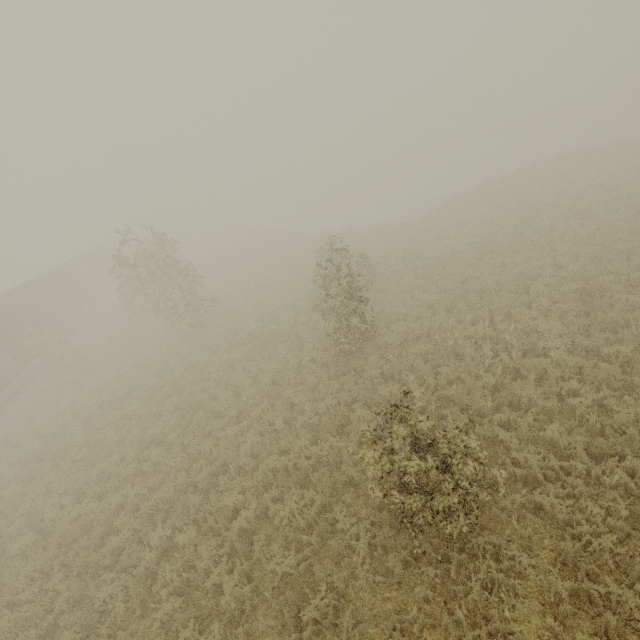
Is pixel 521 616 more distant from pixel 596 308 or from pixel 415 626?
pixel 596 308
